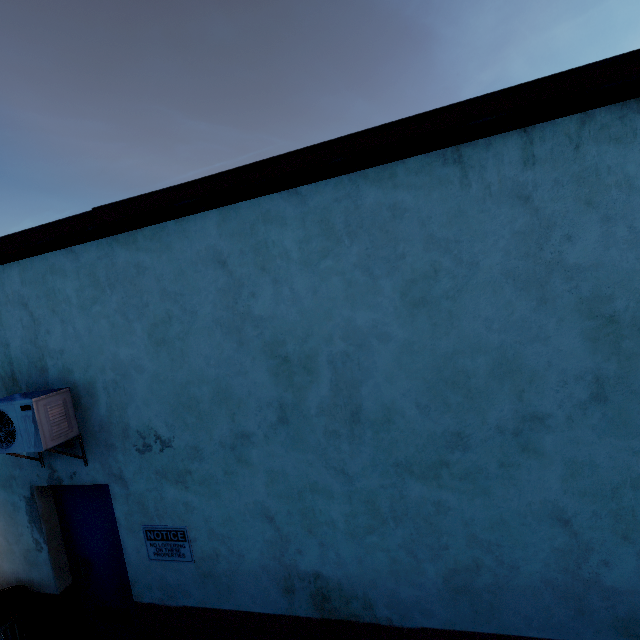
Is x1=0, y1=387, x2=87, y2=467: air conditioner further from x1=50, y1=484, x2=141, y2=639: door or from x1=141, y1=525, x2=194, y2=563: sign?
x1=141, y1=525, x2=194, y2=563: sign

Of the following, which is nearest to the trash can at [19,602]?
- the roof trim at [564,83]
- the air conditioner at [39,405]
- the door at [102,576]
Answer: the door at [102,576]

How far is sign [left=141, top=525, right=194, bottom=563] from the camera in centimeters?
338cm

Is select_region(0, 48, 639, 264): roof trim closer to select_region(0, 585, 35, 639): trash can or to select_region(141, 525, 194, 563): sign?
select_region(141, 525, 194, 563): sign

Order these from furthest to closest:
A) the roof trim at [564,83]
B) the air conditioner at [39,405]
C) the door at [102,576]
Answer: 1. the door at [102,576]
2. the air conditioner at [39,405]
3. the roof trim at [564,83]

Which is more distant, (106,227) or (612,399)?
(106,227)

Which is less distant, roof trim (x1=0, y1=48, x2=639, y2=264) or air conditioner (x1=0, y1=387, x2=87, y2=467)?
roof trim (x1=0, y1=48, x2=639, y2=264)

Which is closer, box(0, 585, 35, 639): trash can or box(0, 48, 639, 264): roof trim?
box(0, 48, 639, 264): roof trim
